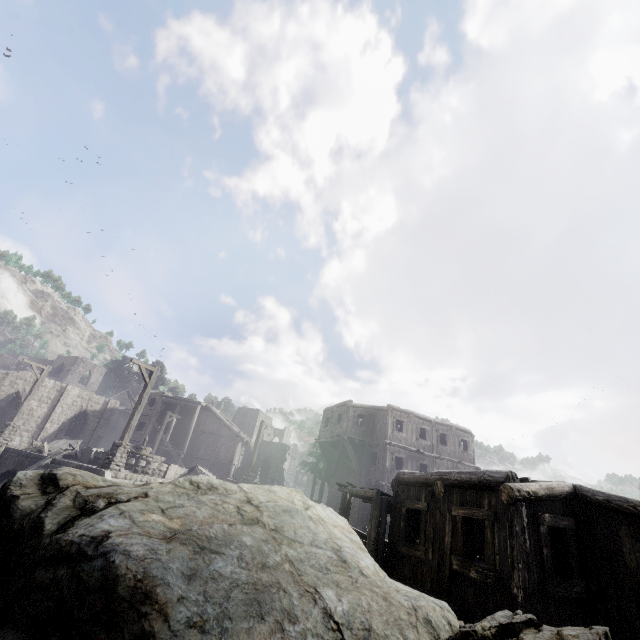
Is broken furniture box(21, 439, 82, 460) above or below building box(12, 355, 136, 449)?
below

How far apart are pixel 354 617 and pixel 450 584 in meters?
5.8 m

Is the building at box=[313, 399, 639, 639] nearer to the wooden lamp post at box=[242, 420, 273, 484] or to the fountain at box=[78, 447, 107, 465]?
the wooden lamp post at box=[242, 420, 273, 484]

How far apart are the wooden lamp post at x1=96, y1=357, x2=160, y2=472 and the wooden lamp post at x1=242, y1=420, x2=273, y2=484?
9.1 meters

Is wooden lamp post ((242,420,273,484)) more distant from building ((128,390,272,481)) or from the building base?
building ((128,390,272,481))

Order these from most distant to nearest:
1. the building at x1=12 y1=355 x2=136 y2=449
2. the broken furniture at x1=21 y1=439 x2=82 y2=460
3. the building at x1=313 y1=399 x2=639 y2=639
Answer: the building at x1=12 y1=355 x2=136 y2=449 → the broken furniture at x1=21 y1=439 x2=82 y2=460 → the building at x1=313 y1=399 x2=639 y2=639

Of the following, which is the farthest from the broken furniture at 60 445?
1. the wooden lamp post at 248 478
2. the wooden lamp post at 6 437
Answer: the wooden lamp post at 248 478

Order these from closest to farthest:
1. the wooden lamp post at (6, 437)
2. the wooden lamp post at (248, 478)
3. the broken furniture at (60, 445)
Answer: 1. the broken furniture at (60, 445)
2. the wooden lamp post at (6, 437)
3. the wooden lamp post at (248, 478)
